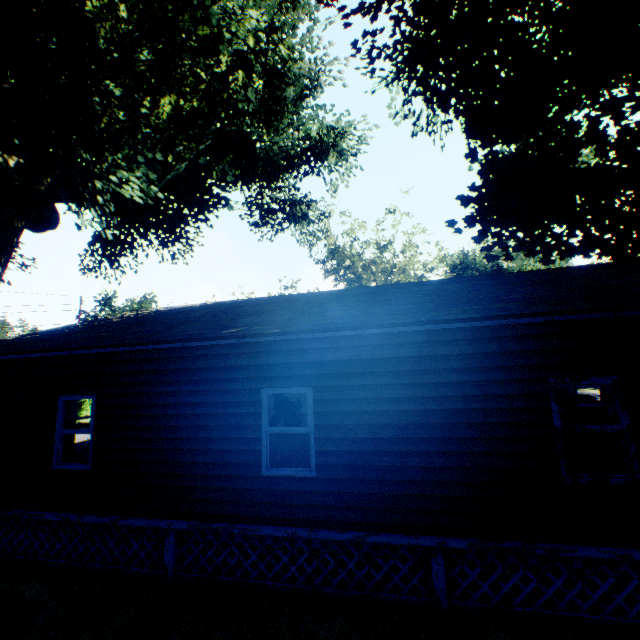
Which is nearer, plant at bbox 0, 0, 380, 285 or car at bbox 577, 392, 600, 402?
plant at bbox 0, 0, 380, 285

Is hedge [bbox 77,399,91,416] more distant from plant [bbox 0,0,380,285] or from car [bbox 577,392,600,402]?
car [bbox 577,392,600,402]

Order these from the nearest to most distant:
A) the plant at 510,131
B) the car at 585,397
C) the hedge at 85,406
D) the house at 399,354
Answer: the house at 399,354 < the plant at 510,131 < the car at 585,397 < the hedge at 85,406

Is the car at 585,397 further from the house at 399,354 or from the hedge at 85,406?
the hedge at 85,406

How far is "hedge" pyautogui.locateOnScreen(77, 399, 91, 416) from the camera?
31.2m

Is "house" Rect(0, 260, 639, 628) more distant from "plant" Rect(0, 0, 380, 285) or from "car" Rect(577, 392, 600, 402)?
"car" Rect(577, 392, 600, 402)

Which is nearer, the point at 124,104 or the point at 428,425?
the point at 428,425
